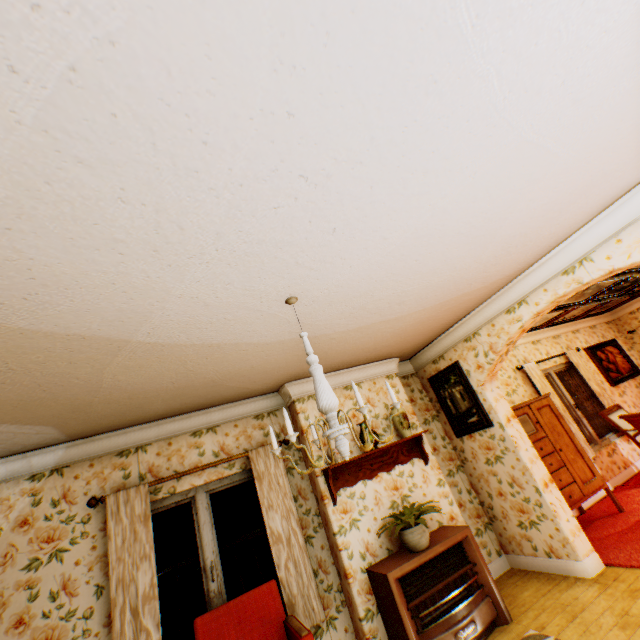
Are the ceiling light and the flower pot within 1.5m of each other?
no

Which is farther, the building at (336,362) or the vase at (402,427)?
the vase at (402,427)

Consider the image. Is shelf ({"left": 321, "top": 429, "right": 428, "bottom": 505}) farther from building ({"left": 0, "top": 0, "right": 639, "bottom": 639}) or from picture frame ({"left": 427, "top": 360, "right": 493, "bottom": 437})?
picture frame ({"left": 427, "top": 360, "right": 493, "bottom": 437})

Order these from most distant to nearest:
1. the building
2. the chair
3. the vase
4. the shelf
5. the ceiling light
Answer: the vase, the shelf, the chair, the ceiling light, the building

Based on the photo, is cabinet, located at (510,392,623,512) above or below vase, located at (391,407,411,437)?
below

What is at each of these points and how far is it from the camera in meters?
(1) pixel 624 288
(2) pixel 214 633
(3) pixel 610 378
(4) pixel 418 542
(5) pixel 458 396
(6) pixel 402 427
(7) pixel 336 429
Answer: (1) mirror, 6.5 m
(2) chair, 3.1 m
(3) painting, 7.3 m
(4) flower pot, 3.5 m
(5) picture frame, 4.9 m
(6) vase, 4.5 m
(7) ceiling light, 2.0 m

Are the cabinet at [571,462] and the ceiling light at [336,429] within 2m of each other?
no

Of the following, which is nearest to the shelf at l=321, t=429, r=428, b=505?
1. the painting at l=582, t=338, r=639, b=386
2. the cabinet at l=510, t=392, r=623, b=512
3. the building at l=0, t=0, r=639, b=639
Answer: the building at l=0, t=0, r=639, b=639
